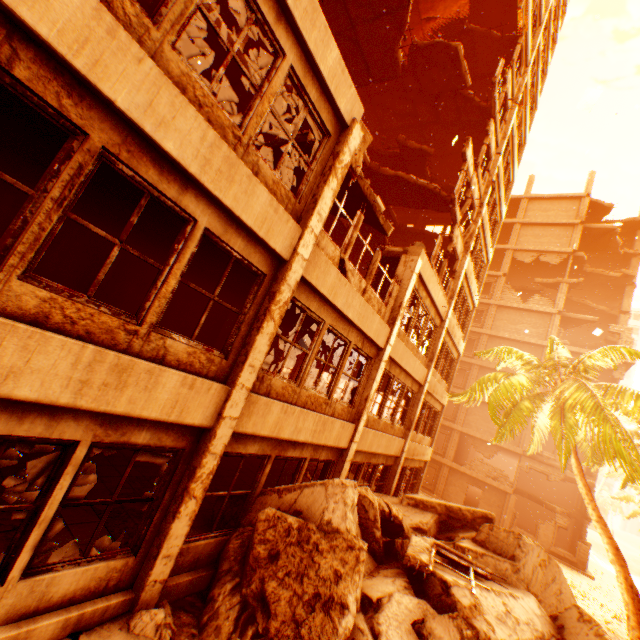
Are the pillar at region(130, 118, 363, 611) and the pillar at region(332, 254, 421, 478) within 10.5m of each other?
yes

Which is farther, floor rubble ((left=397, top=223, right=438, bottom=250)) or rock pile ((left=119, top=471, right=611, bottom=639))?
floor rubble ((left=397, top=223, right=438, bottom=250))

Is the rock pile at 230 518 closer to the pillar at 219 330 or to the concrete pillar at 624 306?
the pillar at 219 330

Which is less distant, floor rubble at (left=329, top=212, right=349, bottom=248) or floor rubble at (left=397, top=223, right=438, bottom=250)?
floor rubble at (left=329, top=212, right=349, bottom=248)

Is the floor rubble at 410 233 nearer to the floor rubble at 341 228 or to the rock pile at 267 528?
the floor rubble at 341 228

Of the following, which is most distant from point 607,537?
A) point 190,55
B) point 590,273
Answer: point 590,273

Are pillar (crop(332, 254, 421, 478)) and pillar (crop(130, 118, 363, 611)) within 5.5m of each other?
yes

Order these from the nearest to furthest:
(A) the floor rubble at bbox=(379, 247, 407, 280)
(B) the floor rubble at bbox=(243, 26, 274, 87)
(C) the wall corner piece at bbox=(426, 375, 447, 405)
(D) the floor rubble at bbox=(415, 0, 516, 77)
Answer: (A) the floor rubble at bbox=(379, 247, 407, 280) → (B) the floor rubble at bbox=(243, 26, 274, 87) → (C) the wall corner piece at bbox=(426, 375, 447, 405) → (D) the floor rubble at bbox=(415, 0, 516, 77)
